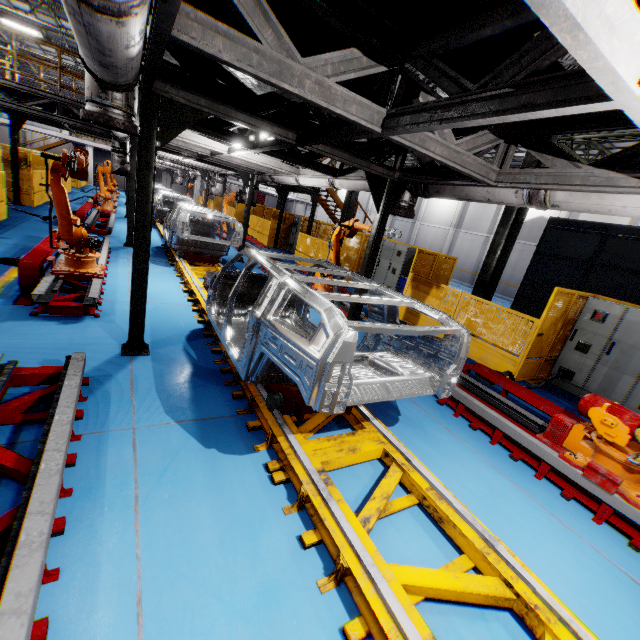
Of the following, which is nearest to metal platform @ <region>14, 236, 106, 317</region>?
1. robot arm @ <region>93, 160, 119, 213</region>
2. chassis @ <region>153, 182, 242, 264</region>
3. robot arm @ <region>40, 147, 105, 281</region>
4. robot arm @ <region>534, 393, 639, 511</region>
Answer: robot arm @ <region>40, 147, 105, 281</region>

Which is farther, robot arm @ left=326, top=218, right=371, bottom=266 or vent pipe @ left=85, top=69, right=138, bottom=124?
robot arm @ left=326, top=218, right=371, bottom=266

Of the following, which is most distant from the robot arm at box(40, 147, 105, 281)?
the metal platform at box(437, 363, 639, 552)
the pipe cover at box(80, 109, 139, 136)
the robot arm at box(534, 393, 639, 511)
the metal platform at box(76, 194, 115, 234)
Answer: the metal platform at box(76, 194, 115, 234)

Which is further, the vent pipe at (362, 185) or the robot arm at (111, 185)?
the robot arm at (111, 185)

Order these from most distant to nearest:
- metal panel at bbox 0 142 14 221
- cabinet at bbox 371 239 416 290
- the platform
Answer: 1. cabinet at bbox 371 239 416 290
2. metal panel at bbox 0 142 14 221
3. the platform

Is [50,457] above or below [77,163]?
below

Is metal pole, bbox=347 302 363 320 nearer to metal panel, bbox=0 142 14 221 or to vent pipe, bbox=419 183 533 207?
vent pipe, bbox=419 183 533 207

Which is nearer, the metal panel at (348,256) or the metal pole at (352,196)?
the metal panel at (348,256)
